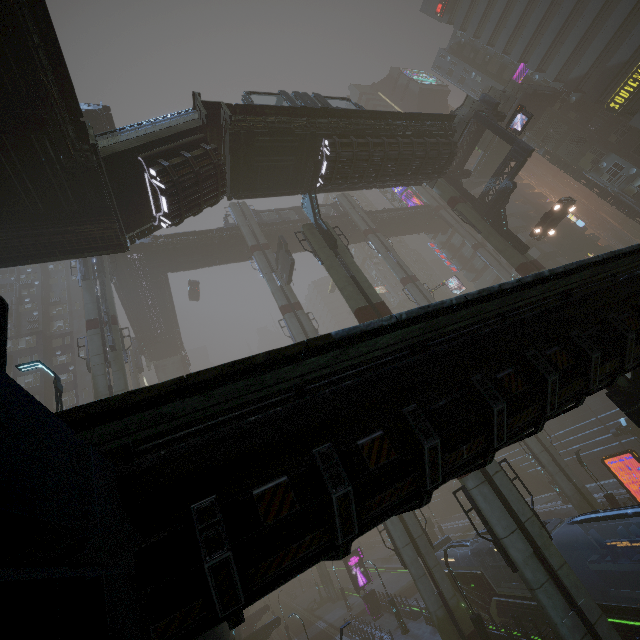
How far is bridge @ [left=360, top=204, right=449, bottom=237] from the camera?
48.4 meters

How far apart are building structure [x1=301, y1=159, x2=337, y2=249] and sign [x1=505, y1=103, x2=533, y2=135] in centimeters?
1633cm

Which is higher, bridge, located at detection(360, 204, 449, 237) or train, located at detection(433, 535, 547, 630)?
bridge, located at detection(360, 204, 449, 237)

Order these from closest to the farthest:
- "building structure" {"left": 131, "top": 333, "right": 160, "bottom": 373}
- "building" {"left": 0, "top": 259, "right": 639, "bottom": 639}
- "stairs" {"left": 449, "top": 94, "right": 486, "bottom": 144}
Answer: "building" {"left": 0, "top": 259, "right": 639, "bottom": 639} < "stairs" {"left": 449, "top": 94, "right": 486, "bottom": 144} < "building structure" {"left": 131, "top": 333, "right": 160, "bottom": 373}

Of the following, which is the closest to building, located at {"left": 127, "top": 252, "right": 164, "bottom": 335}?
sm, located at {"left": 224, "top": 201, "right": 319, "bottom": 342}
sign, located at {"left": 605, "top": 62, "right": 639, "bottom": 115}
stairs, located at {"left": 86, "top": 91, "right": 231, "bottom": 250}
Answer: sm, located at {"left": 224, "top": 201, "right": 319, "bottom": 342}

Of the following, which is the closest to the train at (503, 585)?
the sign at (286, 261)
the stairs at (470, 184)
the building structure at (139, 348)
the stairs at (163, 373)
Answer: the sign at (286, 261)

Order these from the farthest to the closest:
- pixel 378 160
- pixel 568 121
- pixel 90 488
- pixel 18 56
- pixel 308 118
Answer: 1. pixel 568 121
2. pixel 378 160
3. pixel 308 118
4. pixel 18 56
5. pixel 90 488

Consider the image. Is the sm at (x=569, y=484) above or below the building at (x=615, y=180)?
below
